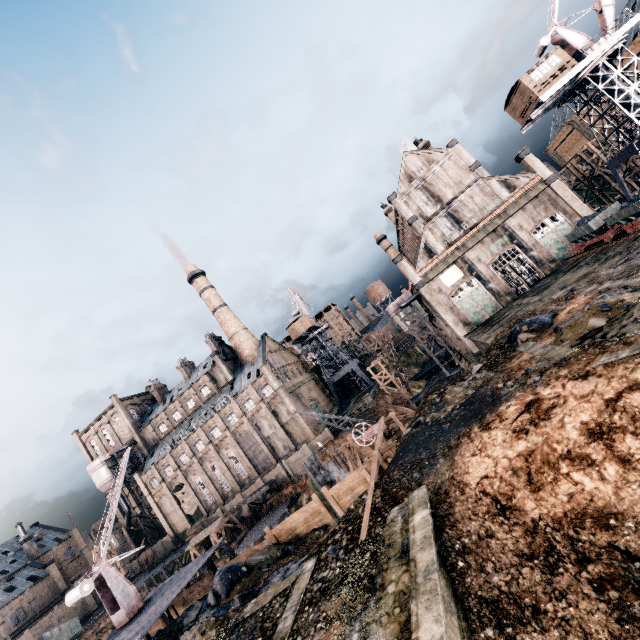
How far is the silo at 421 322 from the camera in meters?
48.0 m

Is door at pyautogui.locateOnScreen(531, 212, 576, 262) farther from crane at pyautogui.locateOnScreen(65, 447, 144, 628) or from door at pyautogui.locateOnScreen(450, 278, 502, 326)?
crane at pyautogui.locateOnScreen(65, 447, 144, 628)

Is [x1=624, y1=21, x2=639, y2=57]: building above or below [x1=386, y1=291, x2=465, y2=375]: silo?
above

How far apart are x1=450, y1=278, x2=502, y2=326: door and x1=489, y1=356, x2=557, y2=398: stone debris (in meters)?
24.20

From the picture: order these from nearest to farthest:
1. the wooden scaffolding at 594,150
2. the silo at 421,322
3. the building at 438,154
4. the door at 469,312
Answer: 1. the building at 438,154
2. the door at 469,312
3. the wooden scaffolding at 594,150
4. the silo at 421,322

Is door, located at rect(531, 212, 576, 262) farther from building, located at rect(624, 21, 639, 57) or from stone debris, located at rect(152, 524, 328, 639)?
stone debris, located at rect(152, 524, 328, 639)

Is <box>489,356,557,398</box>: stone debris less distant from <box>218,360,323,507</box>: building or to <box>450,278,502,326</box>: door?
<box>450,278,502,326</box>: door

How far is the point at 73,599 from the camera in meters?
22.5
